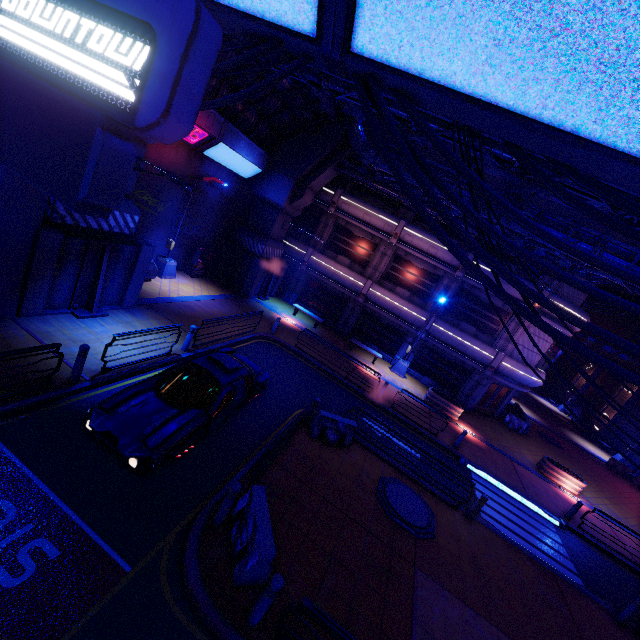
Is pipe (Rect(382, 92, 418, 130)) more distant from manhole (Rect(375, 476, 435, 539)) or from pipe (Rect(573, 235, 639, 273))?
manhole (Rect(375, 476, 435, 539))

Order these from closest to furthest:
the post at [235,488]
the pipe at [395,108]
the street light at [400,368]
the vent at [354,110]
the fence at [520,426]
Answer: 1. the post at [235,488]
2. the pipe at [395,108]
3. the vent at [354,110]
4. the street light at [400,368]
5. the fence at [520,426]

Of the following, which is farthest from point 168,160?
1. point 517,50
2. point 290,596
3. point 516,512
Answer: point 516,512

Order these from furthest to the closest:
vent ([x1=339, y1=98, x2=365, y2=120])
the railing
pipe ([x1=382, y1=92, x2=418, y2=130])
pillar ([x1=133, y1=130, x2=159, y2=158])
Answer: vent ([x1=339, y1=98, x2=365, y2=120]), pillar ([x1=133, y1=130, x2=159, y2=158]), pipe ([x1=382, y1=92, x2=418, y2=130]), the railing

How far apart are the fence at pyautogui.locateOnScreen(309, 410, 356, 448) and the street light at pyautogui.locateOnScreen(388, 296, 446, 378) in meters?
11.1 m

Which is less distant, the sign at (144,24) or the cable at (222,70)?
the sign at (144,24)

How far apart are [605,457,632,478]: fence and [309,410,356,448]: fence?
28.89m

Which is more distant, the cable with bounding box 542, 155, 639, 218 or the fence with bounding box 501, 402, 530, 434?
the fence with bounding box 501, 402, 530, 434
